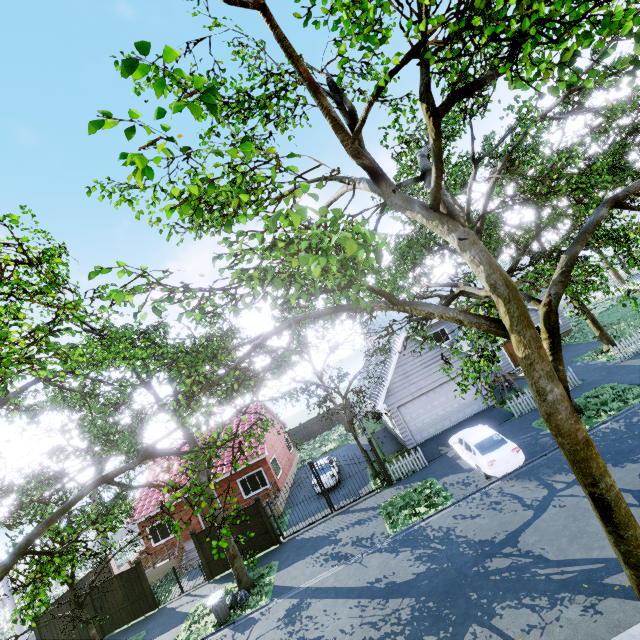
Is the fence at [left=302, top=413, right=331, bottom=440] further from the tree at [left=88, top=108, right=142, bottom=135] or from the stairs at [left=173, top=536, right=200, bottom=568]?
the stairs at [left=173, top=536, right=200, bottom=568]

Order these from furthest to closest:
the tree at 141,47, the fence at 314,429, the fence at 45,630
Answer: the fence at 314,429 → the fence at 45,630 → the tree at 141,47

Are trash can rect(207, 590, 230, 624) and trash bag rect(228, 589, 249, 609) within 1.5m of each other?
yes

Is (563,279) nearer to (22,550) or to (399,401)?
(22,550)

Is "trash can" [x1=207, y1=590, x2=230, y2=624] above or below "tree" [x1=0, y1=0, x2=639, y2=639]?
below

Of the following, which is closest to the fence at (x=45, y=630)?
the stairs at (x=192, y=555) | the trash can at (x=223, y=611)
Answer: the stairs at (x=192, y=555)

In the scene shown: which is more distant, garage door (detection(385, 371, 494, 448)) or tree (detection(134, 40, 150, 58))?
garage door (detection(385, 371, 494, 448))

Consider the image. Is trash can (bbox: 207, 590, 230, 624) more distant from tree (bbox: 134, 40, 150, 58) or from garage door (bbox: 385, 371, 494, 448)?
garage door (bbox: 385, 371, 494, 448)
